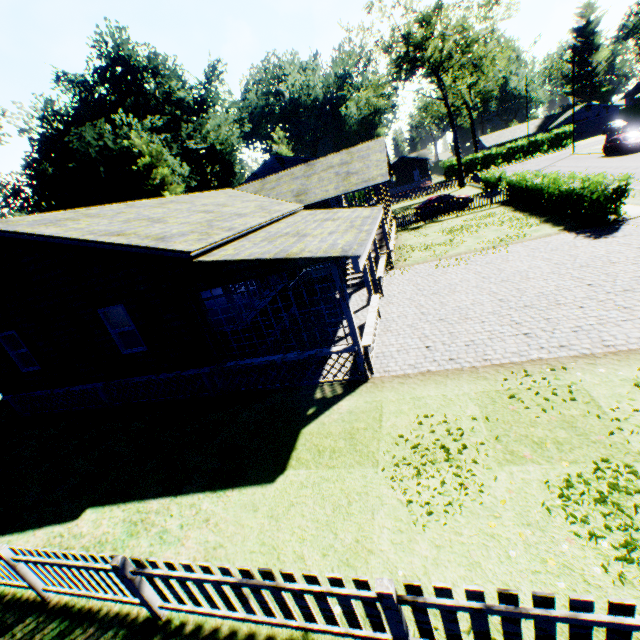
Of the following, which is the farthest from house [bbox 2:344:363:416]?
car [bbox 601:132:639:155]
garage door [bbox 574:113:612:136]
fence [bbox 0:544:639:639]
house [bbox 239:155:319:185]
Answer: garage door [bbox 574:113:612:136]

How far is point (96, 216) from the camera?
10.78m

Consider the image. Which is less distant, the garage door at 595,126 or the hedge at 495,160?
the hedge at 495,160

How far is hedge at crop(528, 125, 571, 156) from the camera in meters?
52.9 m

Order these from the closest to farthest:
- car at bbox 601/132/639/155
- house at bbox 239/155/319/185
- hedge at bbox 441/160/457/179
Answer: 1. car at bbox 601/132/639/155
2. house at bbox 239/155/319/185
3. hedge at bbox 441/160/457/179

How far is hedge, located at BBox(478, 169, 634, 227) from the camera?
13.8m

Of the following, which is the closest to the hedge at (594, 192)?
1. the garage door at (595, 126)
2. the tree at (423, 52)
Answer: the tree at (423, 52)

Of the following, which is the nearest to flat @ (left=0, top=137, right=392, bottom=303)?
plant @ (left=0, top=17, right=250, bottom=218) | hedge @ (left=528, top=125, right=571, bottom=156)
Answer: plant @ (left=0, top=17, right=250, bottom=218)
